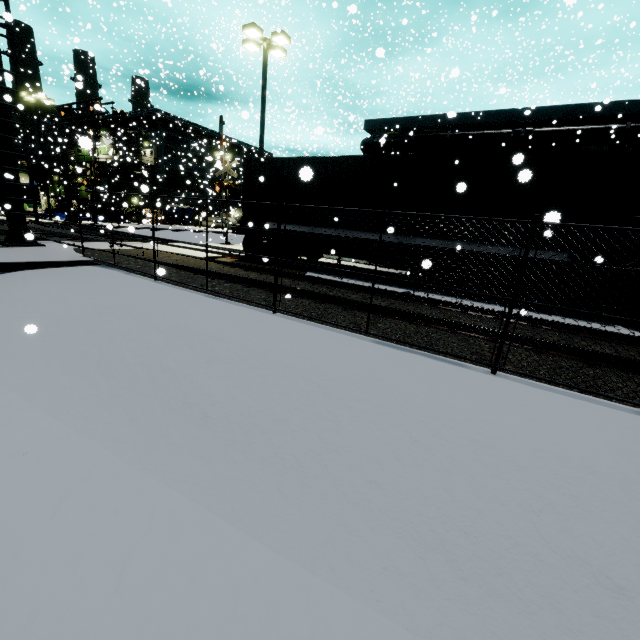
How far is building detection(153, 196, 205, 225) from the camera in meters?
37.6 m

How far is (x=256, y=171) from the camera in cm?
1290

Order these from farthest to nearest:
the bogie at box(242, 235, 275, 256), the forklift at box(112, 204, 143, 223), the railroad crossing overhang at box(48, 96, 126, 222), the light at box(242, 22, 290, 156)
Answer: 1. the forklift at box(112, 204, 143, 223)
2. the railroad crossing overhang at box(48, 96, 126, 222)
3. the light at box(242, 22, 290, 156)
4. the bogie at box(242, 235, 275, 256)

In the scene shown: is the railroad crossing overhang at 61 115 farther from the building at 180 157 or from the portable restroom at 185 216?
the portable restroom at 185 216

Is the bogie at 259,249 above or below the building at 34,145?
below

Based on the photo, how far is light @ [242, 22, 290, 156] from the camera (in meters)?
14.16

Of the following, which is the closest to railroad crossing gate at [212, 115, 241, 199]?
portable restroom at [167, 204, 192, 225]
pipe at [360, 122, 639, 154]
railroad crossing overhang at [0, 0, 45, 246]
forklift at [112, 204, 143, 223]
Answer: railroad crossing overhang at [0, 0, 45, 246]

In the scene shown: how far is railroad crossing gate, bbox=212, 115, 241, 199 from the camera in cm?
1927
